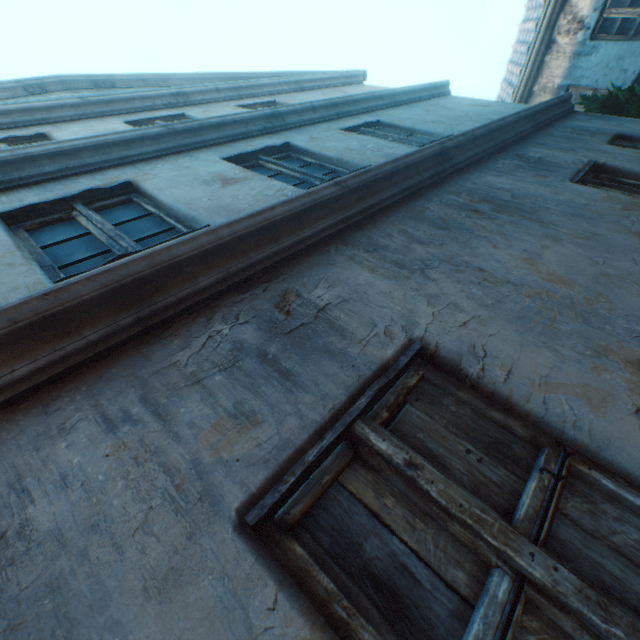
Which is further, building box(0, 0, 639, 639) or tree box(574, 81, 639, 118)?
tree box(574, 81, 639, 118)

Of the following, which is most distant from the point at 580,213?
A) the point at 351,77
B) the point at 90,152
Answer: the point at 351,77

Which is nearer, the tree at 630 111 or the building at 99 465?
the building at 99 465
